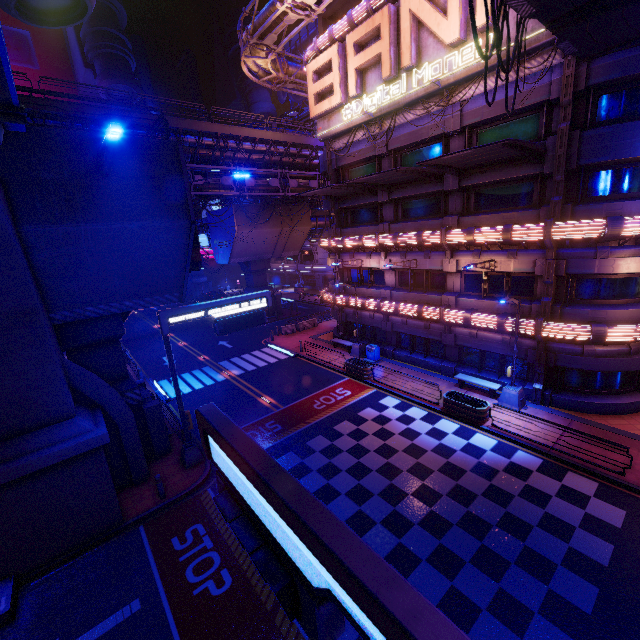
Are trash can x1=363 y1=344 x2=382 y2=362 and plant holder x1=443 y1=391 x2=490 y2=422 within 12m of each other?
yes

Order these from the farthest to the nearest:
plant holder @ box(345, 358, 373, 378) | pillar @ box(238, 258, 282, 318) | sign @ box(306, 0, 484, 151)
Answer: pillar @ box(238, 258, 282, 318)
plant holder @ box(345, 358, 373, 378)
sign @ box(306, 0, 484, 151)

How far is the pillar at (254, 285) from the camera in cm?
3956

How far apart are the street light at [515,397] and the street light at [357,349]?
9.9 meters

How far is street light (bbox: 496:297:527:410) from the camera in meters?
15.8 m

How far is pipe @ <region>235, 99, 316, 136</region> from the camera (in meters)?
38.83

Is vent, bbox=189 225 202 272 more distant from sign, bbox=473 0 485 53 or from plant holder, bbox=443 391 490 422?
plant holder, bbox=443 391 490 422

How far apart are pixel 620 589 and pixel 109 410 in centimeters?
1745cm
